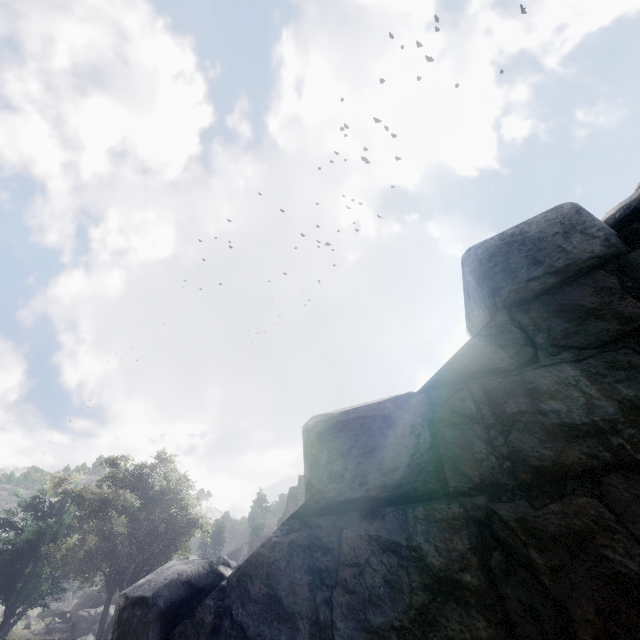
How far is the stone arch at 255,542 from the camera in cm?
4716

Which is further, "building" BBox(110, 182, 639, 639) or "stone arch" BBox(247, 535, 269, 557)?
"stone arch" BBox(247, 535, 269, 557)

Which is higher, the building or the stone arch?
the stone arch

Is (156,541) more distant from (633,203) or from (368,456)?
(633,203)

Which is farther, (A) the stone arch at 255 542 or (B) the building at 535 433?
(A) the stone arch at 255 542

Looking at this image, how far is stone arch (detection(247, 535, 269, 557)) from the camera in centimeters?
4716cm
